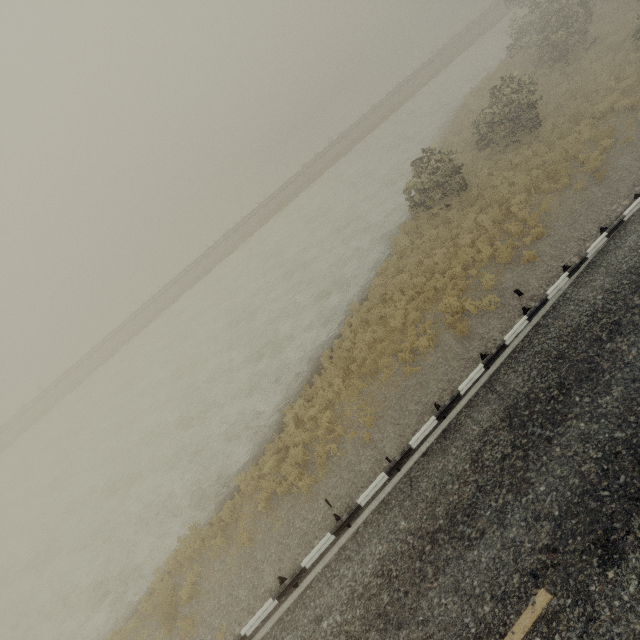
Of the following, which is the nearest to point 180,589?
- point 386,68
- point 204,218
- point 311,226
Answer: point 311,226
